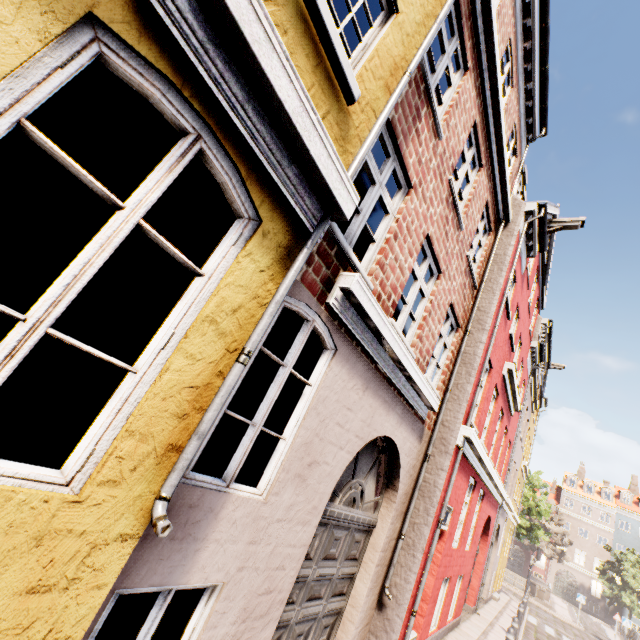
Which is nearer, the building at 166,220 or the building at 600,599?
the building at 166,220

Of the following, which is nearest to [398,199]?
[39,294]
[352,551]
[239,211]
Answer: [239,211]

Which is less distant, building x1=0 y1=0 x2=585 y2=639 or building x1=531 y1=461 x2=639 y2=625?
building x1=0 y1=0 x2=585 y2=639
